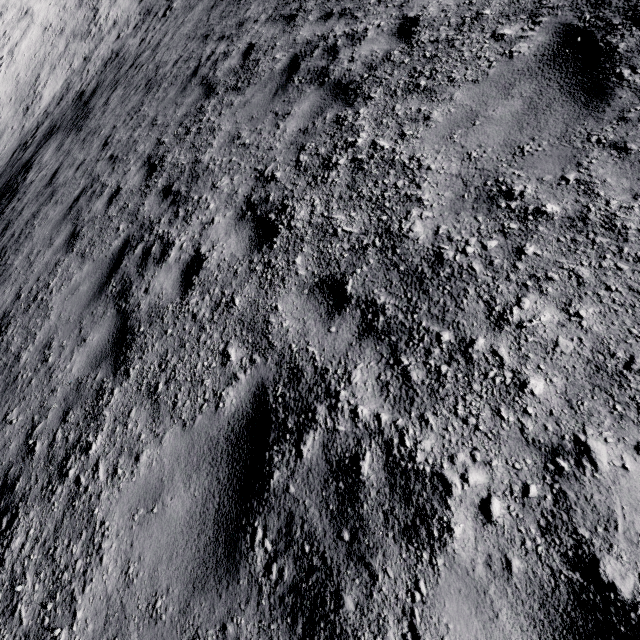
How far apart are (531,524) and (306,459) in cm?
123
